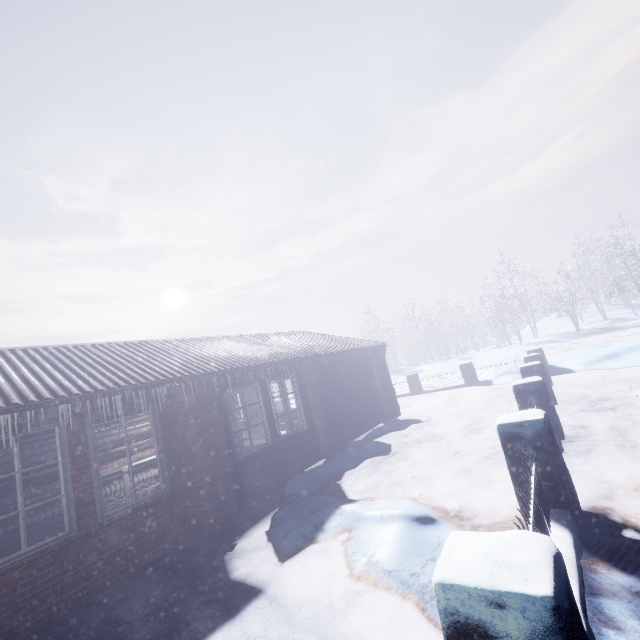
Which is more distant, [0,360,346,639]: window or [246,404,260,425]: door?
[246,404,260,425]: door

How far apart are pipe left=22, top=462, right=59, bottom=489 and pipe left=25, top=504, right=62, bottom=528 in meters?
0.4

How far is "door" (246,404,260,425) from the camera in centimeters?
1368cm

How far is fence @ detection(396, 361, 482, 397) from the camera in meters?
12.5 m

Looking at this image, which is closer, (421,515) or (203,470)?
(421,515)

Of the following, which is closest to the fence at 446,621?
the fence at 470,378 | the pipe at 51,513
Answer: the fence at 470,378

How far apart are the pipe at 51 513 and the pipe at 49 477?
0.4m

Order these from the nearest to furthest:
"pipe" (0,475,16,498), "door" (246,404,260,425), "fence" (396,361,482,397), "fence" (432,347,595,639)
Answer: "fence" (432,347,595,639), "pipe" (0,475,16,498), "fence" (396,361,482,397), "door" (246,404,260,425)
